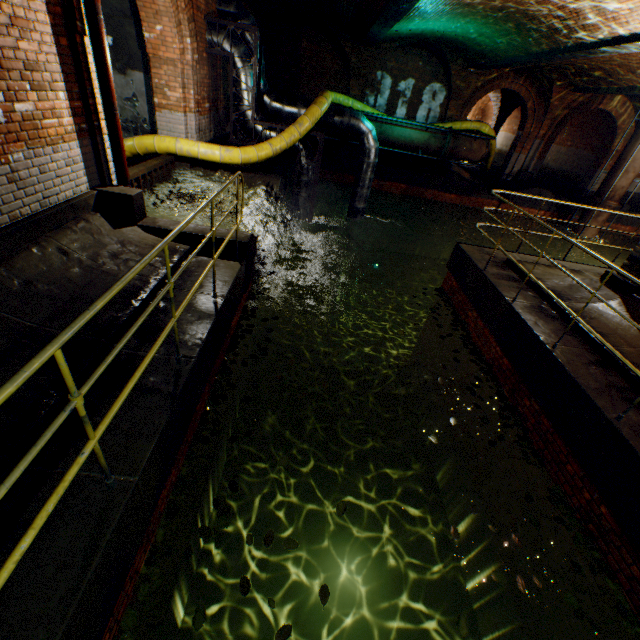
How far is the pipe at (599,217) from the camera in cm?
1506

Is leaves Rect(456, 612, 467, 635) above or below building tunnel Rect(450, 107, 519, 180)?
below

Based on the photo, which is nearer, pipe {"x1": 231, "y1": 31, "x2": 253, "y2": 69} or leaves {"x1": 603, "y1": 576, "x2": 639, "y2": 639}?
leaves {"x1": 603, "y1": 576, "x2": 639, "y2": 639}

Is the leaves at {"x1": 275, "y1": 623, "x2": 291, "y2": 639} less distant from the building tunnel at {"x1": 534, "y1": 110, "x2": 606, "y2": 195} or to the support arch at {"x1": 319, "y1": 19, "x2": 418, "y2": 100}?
the support arch at {"x1": 319, "y1": 19, "x2": 418, "y2": 100}

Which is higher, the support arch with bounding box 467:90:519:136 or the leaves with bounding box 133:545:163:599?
the support arch with bounding box 467:90:519:136

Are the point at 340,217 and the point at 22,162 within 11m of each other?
no

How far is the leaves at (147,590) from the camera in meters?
2.7

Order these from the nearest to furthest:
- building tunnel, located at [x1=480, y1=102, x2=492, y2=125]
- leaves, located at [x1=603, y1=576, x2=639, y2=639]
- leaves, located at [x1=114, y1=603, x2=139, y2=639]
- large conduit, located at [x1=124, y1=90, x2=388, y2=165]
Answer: leaves, located at [x1=114, y1=603, x2=139, y2=639]
leaves, located at [x1=603, y1=576, x2=639, y2=639]
large conduit, located at [x1=124, y1=90, x2=388, y2=165]
building tunnel, located at [x1=480, y1=102, x2=492, y2=125]
